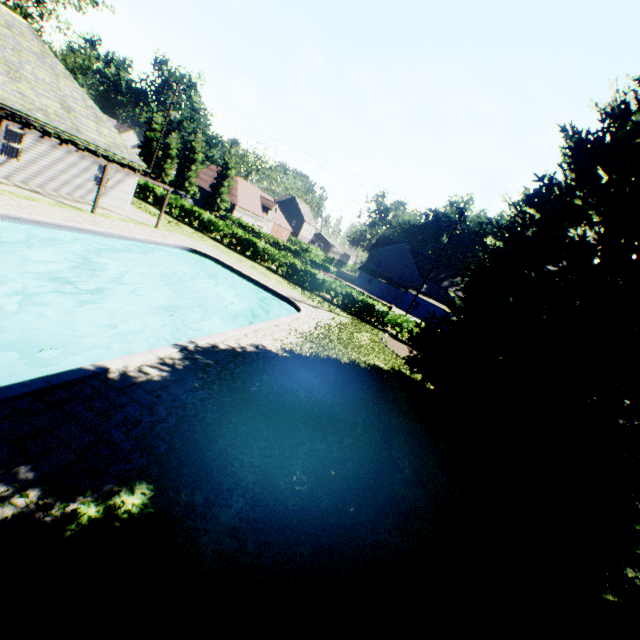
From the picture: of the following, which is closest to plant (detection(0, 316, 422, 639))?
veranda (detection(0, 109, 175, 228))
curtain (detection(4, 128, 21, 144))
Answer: veranda (detection(0, 109, 175, 228))

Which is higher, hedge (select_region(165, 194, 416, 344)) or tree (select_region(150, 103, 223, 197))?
tree (select_region(150, 103, 223, 197))

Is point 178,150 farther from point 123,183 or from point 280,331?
point 280,331

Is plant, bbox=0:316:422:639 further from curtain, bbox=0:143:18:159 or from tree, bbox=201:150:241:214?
curtain, bbox=0:143:18:159

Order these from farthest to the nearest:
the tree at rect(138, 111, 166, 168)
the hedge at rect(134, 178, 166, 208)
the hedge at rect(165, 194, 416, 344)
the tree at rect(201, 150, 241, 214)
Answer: the tree at rect(138, 111, 166, 168) → the tree at rect(201, 150, 241, 214) → the hedge at rect(134, 178, 166, 208) → the hedge at rect(165, 194, 416, 344)

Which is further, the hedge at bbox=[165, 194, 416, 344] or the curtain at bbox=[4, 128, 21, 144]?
the hedge at bbox=[165, 194, 416, 344]

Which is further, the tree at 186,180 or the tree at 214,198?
the tree at 186,180

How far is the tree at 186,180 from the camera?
50.56m
